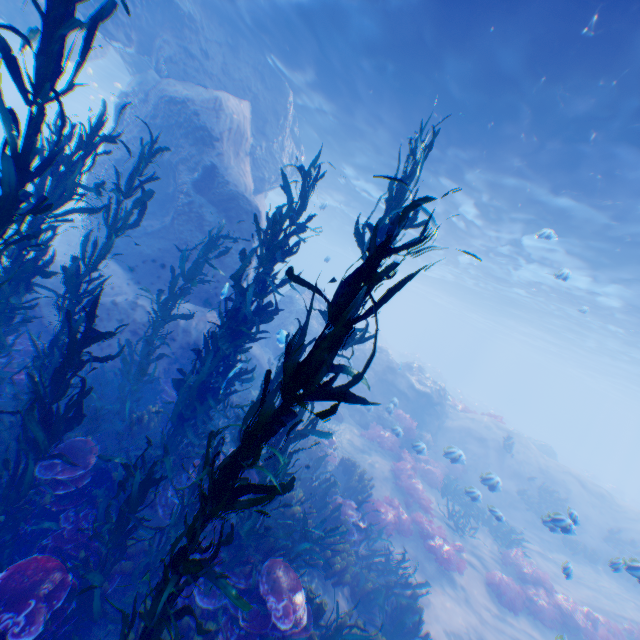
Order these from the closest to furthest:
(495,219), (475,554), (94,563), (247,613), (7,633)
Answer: (7,633) → (247,613) → (94,563) → (475,554) → (495,219)

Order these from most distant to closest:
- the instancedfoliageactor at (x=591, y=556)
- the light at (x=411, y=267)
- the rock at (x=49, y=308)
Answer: the rock at (x=49, y=308)
the instancedfoliageactor at (x=591, y=556)
the light at (x=411, y=267)

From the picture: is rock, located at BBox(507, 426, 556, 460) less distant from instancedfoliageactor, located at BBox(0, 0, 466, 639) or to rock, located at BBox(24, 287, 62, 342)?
rock, located at BBox(24, 287, 62, 342)

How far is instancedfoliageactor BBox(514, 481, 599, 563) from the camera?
7.9m

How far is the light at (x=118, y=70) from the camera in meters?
23.0

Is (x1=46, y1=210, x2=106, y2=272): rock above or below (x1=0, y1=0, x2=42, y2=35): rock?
below

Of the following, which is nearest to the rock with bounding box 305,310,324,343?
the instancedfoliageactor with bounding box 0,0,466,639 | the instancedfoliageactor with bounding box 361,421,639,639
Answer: the instancedfoliageactor with bounding box 0,0,466,639

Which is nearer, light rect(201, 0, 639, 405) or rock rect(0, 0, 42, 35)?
light rect(201, 0, 639, 405)
